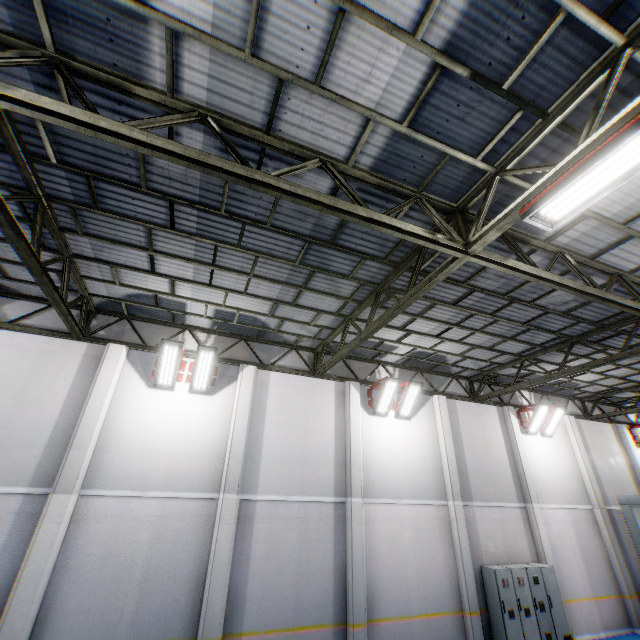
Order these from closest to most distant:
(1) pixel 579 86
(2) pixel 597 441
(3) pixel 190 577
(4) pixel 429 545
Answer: (1) pixel 579 86
(3) pixel 190 577
(4) pixel 429 545
(2) pixel 597 441

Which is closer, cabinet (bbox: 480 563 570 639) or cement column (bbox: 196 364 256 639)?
cement column (bbox: 196 364 256 639)

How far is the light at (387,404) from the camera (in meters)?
11.80

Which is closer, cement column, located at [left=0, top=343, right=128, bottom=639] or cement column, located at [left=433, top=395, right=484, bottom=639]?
cement column, located at [left=0, top=343, right=128, bottom=639]

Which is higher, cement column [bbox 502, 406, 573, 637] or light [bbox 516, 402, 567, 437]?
light [bbox 516, 402, 567, 437]

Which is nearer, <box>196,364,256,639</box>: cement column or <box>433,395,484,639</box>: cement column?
<box>196,364,256,639</box>: cement column

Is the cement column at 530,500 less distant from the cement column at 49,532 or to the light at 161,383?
the light at 161,383

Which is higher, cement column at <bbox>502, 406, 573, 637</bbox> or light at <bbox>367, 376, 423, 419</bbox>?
light at <bbox>367, 376, 423, 419</bbox>
